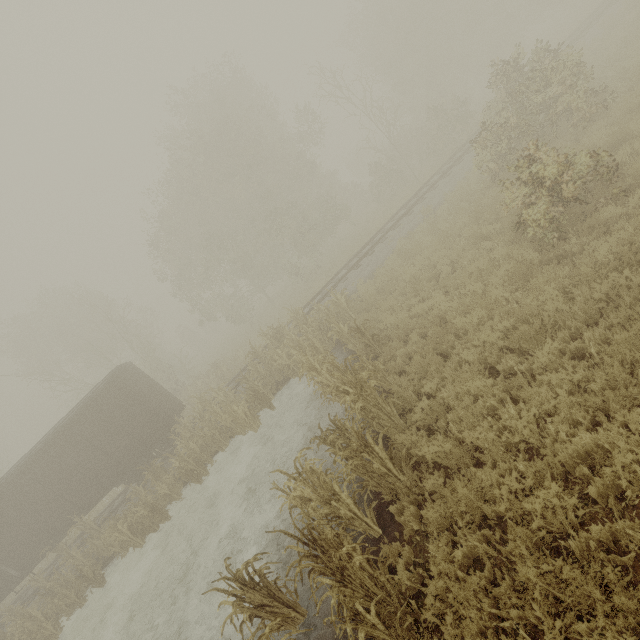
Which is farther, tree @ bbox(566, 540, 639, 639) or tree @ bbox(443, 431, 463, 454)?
tree @ bbox(443, 431, 463, 454)

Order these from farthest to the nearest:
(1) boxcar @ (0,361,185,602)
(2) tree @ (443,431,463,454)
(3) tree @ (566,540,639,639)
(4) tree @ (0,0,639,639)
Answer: (1) boxcar @ (0,361,185,602) → (2) tree @ (443,431,463,454) → (4) tree @ (0,0,639,639) → (3) tree @ (566,540,639,639)

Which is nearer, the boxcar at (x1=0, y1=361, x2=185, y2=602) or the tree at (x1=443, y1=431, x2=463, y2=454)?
the tree at (x1=443, y1=431, x2=463, y2=454)

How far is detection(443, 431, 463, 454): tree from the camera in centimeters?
529cm

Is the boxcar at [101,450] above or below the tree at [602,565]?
above

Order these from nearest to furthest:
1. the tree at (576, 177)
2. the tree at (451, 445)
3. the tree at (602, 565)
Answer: the tree at (602, 565)
the tree at (576, 177)
the tree at (451, 445)

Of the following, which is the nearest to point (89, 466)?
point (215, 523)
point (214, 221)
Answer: point (215, 523)
